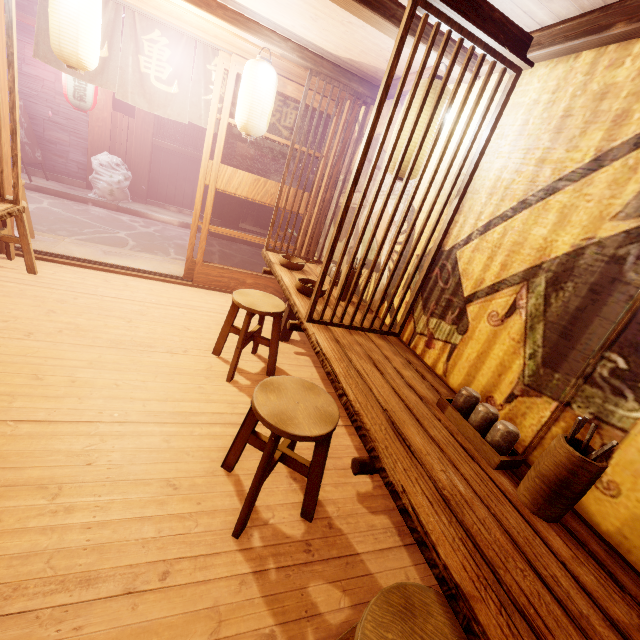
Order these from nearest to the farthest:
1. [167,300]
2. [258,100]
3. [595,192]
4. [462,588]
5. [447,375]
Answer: [462,588], [595,192], [447,375], [258,100], [167,300]

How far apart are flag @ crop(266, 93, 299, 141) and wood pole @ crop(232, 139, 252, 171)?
8.5 meters

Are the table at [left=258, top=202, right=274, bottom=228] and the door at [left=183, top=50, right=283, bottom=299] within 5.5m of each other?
no

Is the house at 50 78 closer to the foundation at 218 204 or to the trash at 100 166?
the foundation at 218 204

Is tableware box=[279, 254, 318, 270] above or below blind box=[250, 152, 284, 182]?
below

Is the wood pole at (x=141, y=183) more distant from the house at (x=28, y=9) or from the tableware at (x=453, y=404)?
the tableware at (x=453, y=404)

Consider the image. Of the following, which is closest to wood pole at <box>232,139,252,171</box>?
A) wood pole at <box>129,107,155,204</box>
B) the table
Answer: the table

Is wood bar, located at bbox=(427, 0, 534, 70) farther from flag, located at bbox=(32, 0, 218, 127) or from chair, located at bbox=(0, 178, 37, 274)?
chair, located at bbox=(0, 178, 37, 274)
